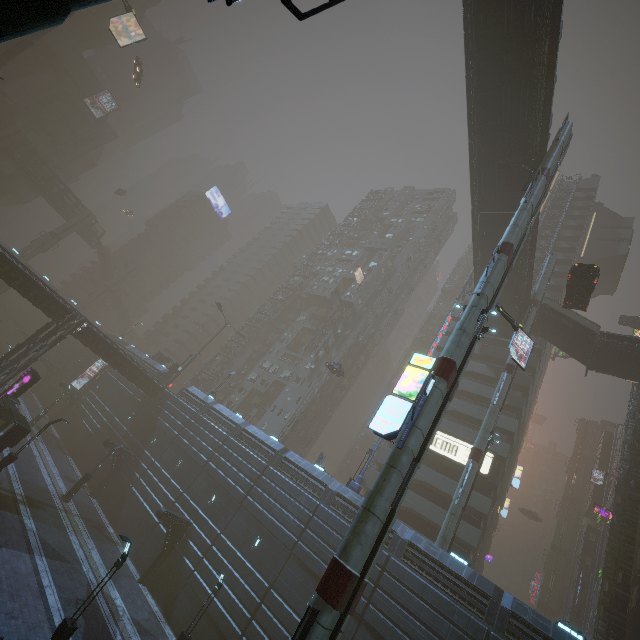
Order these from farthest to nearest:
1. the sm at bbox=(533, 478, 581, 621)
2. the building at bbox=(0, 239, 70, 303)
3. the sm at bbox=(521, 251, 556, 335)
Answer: the building at bbox=(0, 239, 70, 303)
the sm at bbox=(533, 478, 581, 621)
the sm at bbox=(521, 251, 556, 335)

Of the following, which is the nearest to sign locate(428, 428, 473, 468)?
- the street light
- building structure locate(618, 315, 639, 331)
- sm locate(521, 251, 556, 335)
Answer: sm locate(521, 251, 556, 335)

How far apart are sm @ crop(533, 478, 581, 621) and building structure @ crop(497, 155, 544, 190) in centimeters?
6191cm

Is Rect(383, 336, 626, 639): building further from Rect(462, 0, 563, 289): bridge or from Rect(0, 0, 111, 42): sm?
Rect(462, 0, 563, 289): bridge

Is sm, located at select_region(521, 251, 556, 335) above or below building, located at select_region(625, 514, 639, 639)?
above

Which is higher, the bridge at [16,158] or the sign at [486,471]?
the bridge at [16,158]

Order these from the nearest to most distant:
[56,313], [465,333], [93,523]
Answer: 1. [465,333]
2. [93,523]
3. [56,313]

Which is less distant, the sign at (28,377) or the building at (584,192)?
the sign at (28,377)
